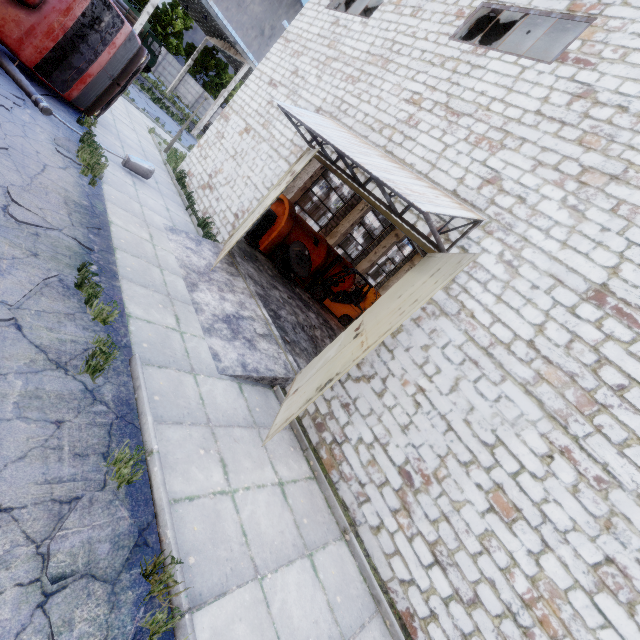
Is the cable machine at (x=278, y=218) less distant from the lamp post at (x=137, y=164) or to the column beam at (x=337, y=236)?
the column beam at (x=337, y=236)

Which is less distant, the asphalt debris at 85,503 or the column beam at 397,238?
the asphalt debris at 85,503

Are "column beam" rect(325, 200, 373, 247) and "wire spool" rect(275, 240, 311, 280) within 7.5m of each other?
yes

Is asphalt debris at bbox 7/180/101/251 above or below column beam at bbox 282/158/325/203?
below

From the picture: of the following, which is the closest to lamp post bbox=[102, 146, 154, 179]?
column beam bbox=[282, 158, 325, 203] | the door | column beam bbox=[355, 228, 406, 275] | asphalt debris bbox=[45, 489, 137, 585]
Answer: column beam bbox=[282, 158, 325, 203]

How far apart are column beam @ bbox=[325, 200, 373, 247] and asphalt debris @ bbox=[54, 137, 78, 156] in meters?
13.6 m

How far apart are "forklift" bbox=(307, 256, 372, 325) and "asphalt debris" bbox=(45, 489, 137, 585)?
12.2m

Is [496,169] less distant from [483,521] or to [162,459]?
[483,521]
